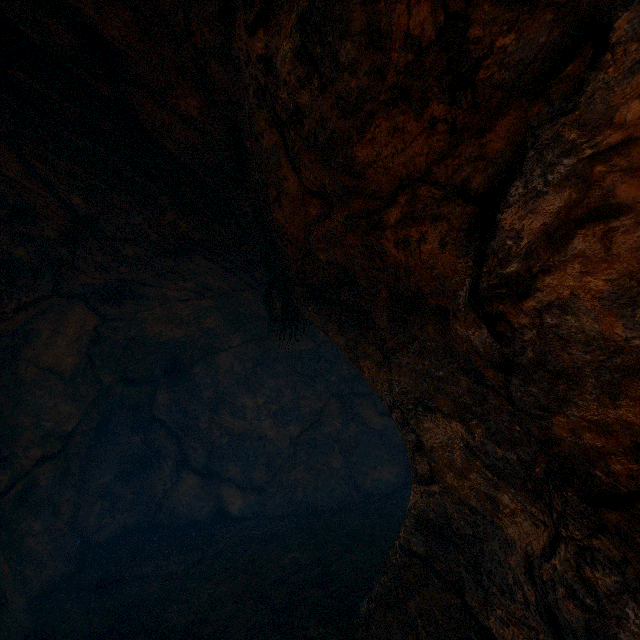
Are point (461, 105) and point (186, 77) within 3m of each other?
yes
